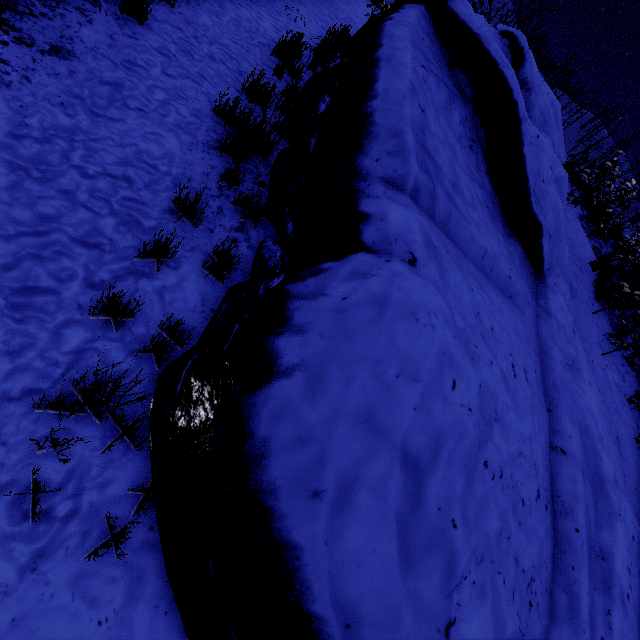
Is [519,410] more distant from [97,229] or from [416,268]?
[97,229]
